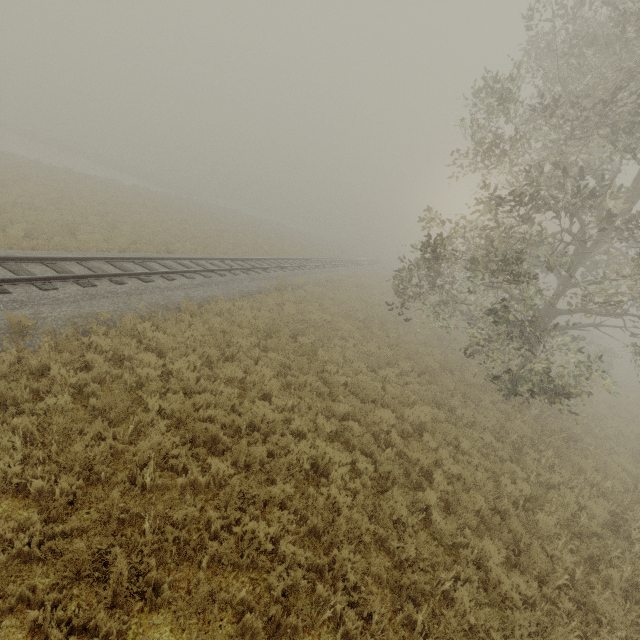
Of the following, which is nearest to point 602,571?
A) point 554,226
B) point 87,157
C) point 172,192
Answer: point 554,226
